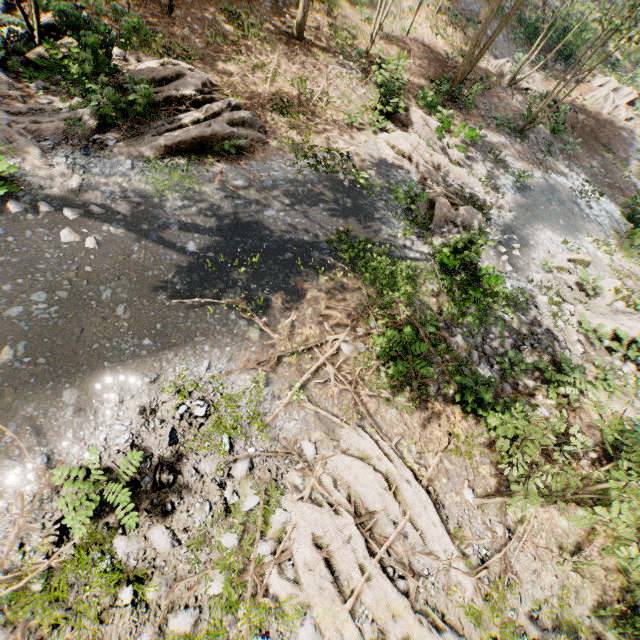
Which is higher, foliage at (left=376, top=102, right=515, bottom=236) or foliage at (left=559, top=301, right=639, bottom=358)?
foliage at (left=559, top=301, right=639, bottom=358)

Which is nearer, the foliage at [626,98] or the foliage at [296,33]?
Result: the foliage at [296,33]

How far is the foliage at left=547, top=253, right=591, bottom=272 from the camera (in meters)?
12.95

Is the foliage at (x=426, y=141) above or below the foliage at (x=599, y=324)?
below

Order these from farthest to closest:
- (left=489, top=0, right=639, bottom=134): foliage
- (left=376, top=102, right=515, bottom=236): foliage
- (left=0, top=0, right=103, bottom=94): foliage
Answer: (left=489, top=0, right=639, bottom=134): foliage → (left=376, top=102, right=515, bottom=236): foliage → (left=0, top=0, right=103, bottom=94): foliage

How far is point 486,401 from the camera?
7.0m
